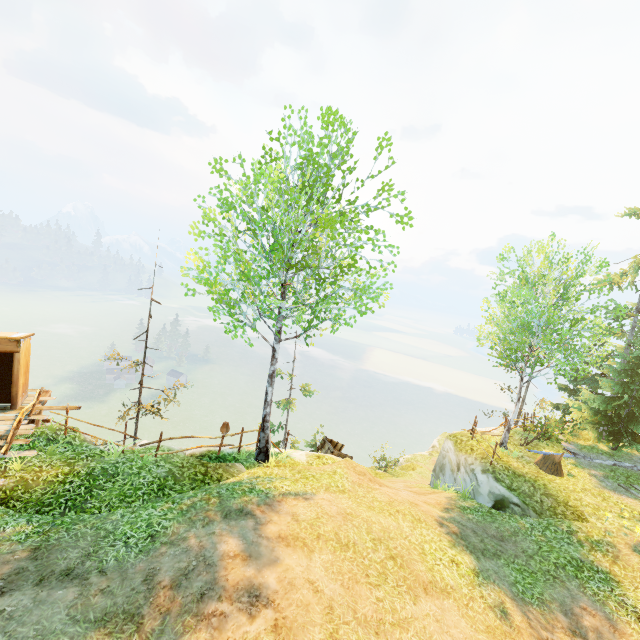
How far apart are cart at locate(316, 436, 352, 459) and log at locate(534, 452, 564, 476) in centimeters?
881cm

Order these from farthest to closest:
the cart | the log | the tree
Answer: the cart
the log
the tree

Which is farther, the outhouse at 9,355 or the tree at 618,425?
the tree at 618,425

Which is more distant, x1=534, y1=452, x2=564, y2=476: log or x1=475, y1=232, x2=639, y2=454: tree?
x1=534, y1=452, x2=564, y2=476: log

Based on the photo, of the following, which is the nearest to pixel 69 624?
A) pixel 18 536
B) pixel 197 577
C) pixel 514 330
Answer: pixel 197 577

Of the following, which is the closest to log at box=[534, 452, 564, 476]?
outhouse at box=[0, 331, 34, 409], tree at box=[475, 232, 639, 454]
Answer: tree at box=[475, 232, 639, 454]

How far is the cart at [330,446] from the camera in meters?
16.8 m

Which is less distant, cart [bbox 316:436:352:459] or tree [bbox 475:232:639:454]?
tree [bbox 475:232:639:454]
